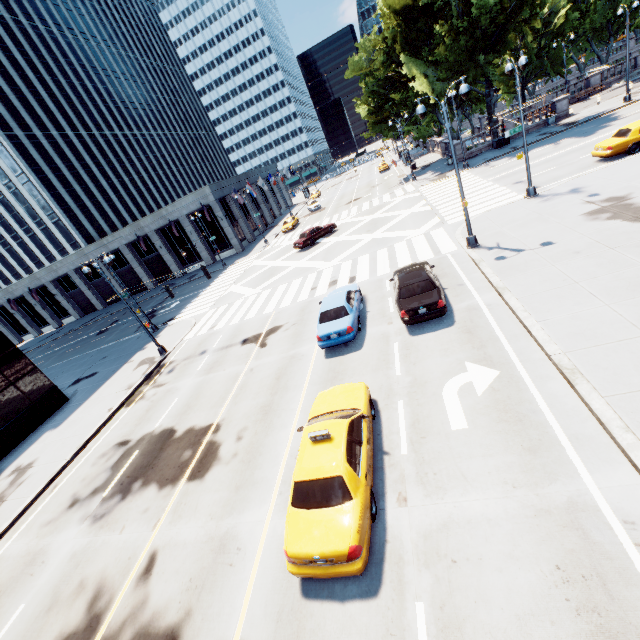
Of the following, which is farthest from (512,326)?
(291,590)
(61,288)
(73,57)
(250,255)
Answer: (73,57)

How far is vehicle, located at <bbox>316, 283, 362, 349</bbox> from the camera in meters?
13.4

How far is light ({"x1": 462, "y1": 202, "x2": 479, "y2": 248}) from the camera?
16.3m

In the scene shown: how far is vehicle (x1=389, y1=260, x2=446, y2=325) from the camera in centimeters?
1227cm

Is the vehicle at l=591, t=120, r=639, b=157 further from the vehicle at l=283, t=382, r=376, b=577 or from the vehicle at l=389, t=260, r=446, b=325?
the vehicle at l=283, t=382, r=376, b=577

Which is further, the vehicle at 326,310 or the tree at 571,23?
the tree at 571,23

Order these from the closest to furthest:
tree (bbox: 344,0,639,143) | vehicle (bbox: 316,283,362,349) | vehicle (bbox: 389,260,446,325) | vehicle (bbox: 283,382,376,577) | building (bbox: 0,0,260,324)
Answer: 1. vehicle (bbox: 283,382,376,577)
2. vehicle (bbox: 389,260,446,325)
3. vehicle (bbox: 316,283,362,349)
4. tree (bbox: 344,0,639,143)
5. building (bbox: 0,0,260,324)

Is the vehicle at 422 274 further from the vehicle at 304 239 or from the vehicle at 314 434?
the vehicle at 304 239
